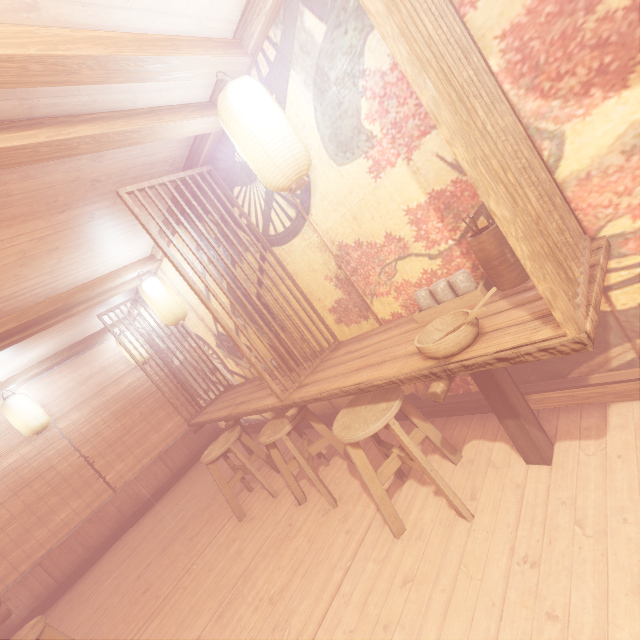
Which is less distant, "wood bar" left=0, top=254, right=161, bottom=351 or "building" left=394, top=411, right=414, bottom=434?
"building" left=394, top=411, right=414, bottom=434

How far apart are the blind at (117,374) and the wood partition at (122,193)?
8.3 meters

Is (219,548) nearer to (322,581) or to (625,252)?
(322,581)

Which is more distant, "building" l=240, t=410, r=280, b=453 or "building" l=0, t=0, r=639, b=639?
"building" l=240, t=410, r=280, b=453

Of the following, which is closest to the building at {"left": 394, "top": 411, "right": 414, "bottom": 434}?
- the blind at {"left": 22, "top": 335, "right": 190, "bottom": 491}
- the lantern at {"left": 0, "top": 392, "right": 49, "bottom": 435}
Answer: the blind at {"left": 22, "top": 335, "right": 190, "bottom": 491}

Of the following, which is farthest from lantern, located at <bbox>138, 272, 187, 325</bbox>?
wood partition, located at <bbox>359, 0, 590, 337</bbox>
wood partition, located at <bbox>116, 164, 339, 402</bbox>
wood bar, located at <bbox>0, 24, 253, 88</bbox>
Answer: wood partition, located at <bbox>359, 0, 590, 337</bbox>

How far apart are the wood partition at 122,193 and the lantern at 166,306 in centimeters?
293cm
